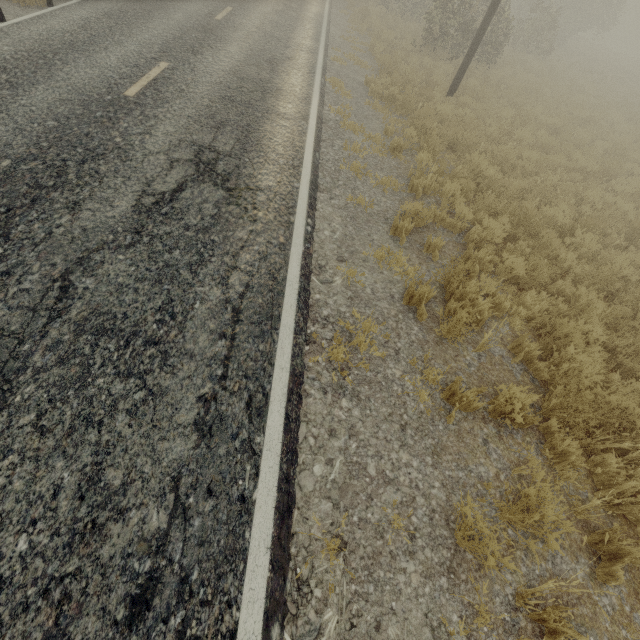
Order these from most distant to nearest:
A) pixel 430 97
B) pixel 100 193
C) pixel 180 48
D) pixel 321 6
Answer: pixel 321 6 < pixel 430 97 < pixel 180 48 < pixel 100 193
